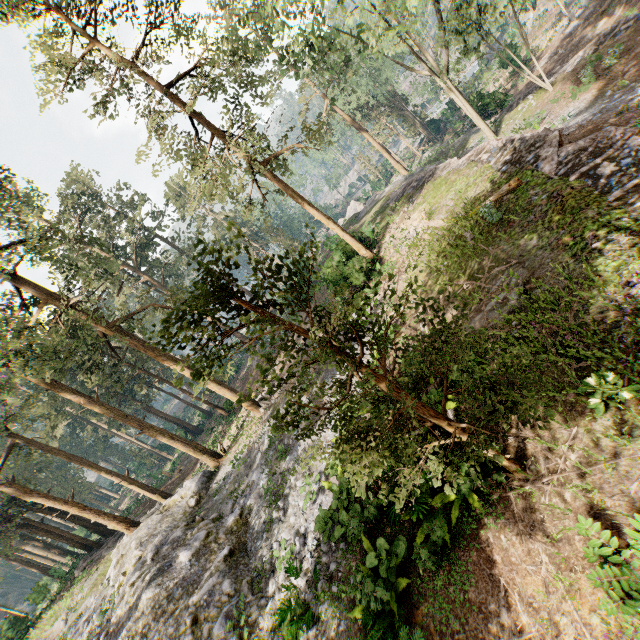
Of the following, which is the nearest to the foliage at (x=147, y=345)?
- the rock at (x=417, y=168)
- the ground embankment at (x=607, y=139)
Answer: the rock at (x=417, y=168)

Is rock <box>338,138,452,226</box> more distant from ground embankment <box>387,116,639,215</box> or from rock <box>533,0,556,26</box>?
rock <box>533,0,556,26</box>

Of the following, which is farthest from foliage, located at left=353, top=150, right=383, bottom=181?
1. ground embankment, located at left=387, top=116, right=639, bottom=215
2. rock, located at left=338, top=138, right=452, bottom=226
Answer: ground embankment, located at left=387, top=116, right=639, bottom=215

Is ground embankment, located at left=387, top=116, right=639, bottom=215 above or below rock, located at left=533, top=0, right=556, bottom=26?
above

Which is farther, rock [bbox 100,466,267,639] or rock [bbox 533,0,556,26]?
rock [bbox 533,0,556,26]

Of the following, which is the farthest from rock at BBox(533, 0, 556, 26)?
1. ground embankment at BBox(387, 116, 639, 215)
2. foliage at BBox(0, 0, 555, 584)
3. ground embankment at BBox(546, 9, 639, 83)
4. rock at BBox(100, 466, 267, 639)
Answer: rock at BBox(100, 466, 267, 639)

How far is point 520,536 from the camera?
6.0 meters

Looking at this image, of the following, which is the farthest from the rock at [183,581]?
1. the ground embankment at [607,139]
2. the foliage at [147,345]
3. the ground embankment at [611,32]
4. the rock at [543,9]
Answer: the rock at [543,9]
